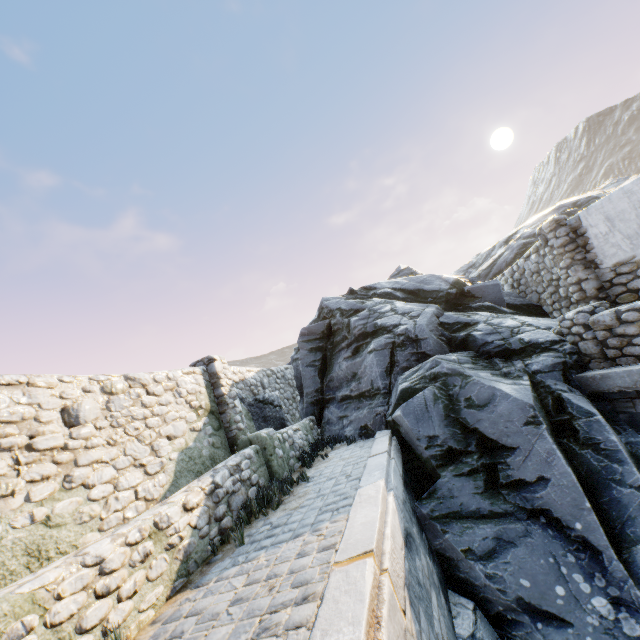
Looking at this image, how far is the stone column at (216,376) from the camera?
6.6m

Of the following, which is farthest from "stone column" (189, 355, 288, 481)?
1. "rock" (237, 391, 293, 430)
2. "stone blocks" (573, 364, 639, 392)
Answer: "stone blocks" (573, 364, 639, 392)

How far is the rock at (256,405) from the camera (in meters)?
8.58

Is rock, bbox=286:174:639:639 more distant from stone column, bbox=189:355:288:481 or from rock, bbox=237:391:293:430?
stone column, bbox=189:355:288:481

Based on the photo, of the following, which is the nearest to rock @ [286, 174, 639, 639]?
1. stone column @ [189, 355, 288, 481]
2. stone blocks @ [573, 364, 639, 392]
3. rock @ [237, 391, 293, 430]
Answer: stone blocks @ [573, 364, 639, 392]

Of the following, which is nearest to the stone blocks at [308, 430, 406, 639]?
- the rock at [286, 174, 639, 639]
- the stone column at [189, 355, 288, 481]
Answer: the rock at [286, 174, 639, 639]

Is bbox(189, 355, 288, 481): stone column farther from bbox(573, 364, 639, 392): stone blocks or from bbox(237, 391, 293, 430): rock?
bbox(573, 364, 639, 392): stone blocks

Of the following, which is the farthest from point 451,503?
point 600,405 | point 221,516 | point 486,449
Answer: point 221,516
